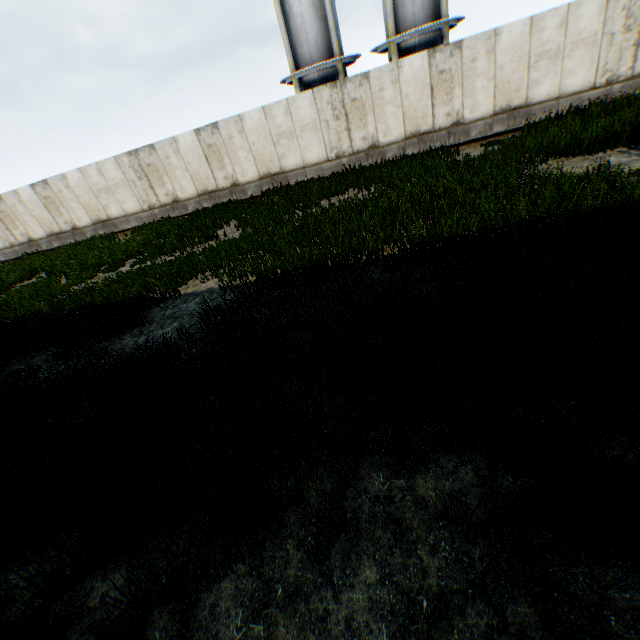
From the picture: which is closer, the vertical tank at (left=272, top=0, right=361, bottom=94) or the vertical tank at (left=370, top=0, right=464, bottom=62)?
the vertical tank at (left=370, top=0, right=464, bottom=62)

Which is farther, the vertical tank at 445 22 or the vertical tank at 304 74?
the vertical tank at 304 74

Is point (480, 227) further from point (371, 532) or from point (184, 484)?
point (184, 484)
